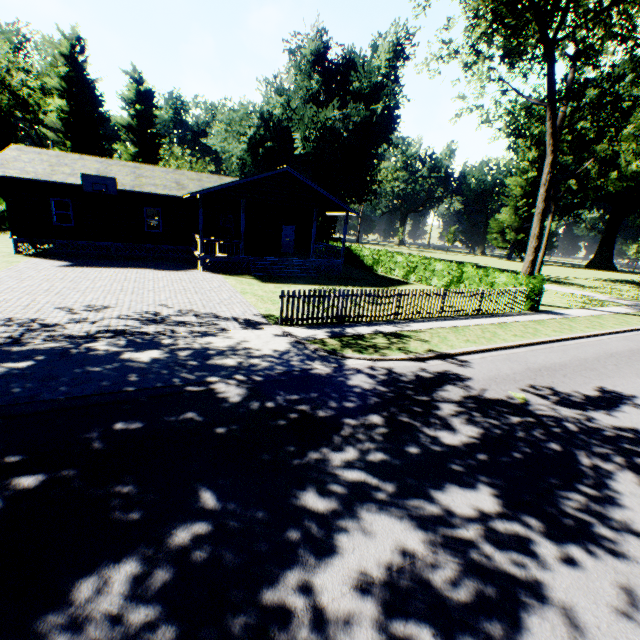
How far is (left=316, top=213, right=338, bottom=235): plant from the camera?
48.5m

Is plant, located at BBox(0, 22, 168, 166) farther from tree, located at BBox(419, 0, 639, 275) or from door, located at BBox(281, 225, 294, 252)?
door, located at BBox(281, 225, 294, 252)

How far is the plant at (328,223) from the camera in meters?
48.5

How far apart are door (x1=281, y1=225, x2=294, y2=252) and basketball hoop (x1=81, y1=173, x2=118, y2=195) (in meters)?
11.43

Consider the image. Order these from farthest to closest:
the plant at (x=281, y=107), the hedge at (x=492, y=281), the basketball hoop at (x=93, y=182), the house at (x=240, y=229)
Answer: the plant at (x=281, y=107) < the house at (x=240, y=229) < the basketball hoop at (x=93, y=182) < the hedge at (x=492, y=281)

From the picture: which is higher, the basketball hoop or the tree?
the tree

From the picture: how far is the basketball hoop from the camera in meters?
18.7

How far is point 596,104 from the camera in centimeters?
1636cm
